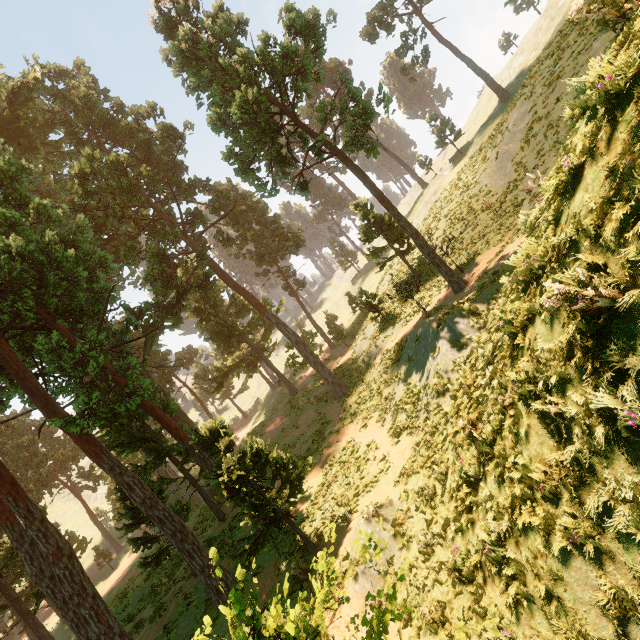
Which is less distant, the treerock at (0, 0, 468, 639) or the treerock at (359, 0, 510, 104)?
the treerock at (0, 0, 468, 639)

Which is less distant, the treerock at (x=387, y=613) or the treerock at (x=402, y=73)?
the treerock at (x=387, y=613)

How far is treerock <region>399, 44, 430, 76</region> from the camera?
38.0m

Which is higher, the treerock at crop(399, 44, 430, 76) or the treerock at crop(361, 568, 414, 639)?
the treerock at crop(399, 44, 430, 76)

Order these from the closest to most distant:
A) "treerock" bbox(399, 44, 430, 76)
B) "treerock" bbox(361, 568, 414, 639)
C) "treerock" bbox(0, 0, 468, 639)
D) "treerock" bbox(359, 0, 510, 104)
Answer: "treerock" bbox(361, 568, 414, 639) < "treerock" bbox(0, 0, 468, 639) < "treerock" bbox(359, 0, 510, 104) < "treerock" bbox(399, 44, 430, 76)

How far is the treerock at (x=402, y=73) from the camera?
38.0m

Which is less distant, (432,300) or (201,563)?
(201,563)
